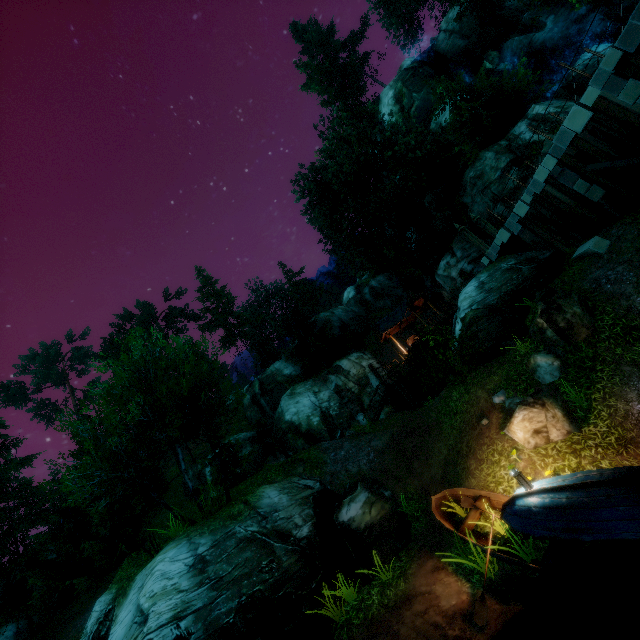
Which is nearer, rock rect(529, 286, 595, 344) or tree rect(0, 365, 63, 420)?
rock rect(529, 286, 595, 344)

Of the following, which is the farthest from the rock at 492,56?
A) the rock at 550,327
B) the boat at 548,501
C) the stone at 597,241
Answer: the boat at 548,501

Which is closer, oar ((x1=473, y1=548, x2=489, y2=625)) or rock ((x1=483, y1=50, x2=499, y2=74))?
oar ((x1=473, y1=548, x2=489, y2=625))

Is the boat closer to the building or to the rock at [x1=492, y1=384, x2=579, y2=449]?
the rock at [x1=492, y1=384, x2=579, y2=449]

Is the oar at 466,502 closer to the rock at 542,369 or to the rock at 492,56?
the rock at 542,369

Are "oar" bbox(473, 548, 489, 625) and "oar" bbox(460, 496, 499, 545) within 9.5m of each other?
yes

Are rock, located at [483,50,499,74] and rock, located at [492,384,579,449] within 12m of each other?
no

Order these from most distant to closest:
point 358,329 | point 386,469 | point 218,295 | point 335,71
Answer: point 218,295
point 335,71
point 358,329
point 386,469
